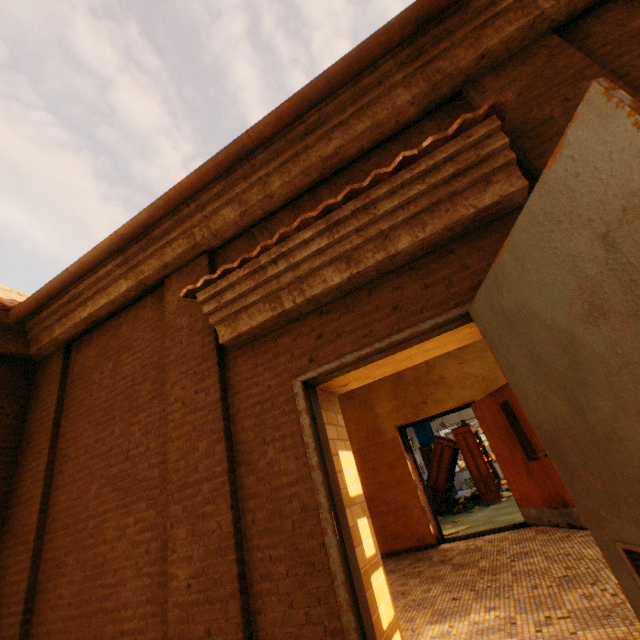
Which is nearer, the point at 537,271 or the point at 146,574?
the point at 537,271

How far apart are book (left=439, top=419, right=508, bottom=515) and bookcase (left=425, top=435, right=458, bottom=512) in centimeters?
2cm

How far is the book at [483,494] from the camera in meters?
9.5

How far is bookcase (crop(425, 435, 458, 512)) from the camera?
10.12m

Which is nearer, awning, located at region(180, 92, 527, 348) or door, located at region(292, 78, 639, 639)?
door, located at region(292, 78, 639, 639)

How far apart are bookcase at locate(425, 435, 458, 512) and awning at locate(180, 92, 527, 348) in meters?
9.4

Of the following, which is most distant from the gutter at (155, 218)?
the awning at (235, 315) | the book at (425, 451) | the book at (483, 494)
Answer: the book at (425, 451)

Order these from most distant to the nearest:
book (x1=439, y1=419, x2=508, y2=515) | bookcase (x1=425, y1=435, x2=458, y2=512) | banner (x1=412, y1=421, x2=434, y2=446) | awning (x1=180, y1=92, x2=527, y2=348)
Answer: banner (x1=412, y1=421, x2=434, y2=446) → bookcase (x1=425, y1=435, x2=458, y2=512) → book (x1=439, y1=419, x2=508, y2=515) → awning (x1=180, y1=92, x2=527, y2=348)
